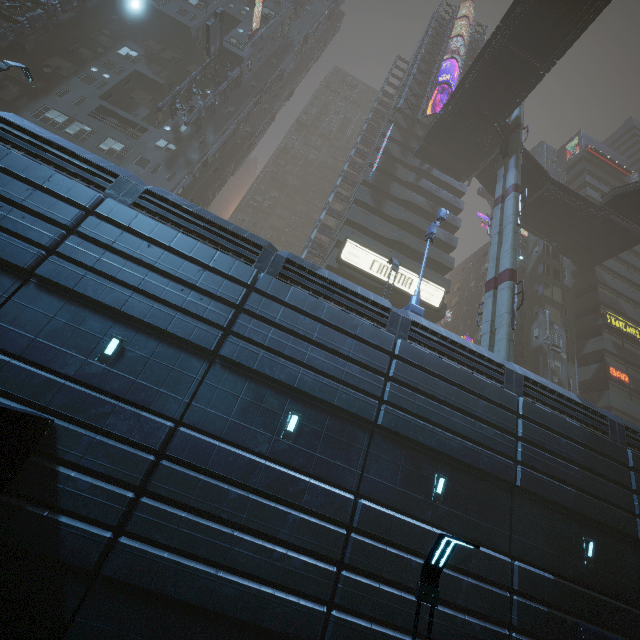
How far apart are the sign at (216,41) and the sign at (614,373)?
49.7m

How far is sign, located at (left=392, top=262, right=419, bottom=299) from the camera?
28.6m

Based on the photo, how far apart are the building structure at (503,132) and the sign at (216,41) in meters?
26.3 m

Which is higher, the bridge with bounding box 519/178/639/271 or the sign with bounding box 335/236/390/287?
the bridge with bounding box 519/178/639/271

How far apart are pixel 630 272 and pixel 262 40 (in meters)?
51.40

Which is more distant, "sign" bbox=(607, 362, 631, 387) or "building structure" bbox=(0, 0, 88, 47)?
"sign" bbox=(607, 362, 631, 387)

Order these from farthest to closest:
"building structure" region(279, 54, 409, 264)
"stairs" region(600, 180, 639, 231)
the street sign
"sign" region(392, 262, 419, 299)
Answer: "building structure" region(279, 54, 409, 264) < "stairs" region(600, 180, 639, 231) < "sign" region(392, 262, 419, 299) < the street sign

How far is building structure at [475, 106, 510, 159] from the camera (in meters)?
28.77
